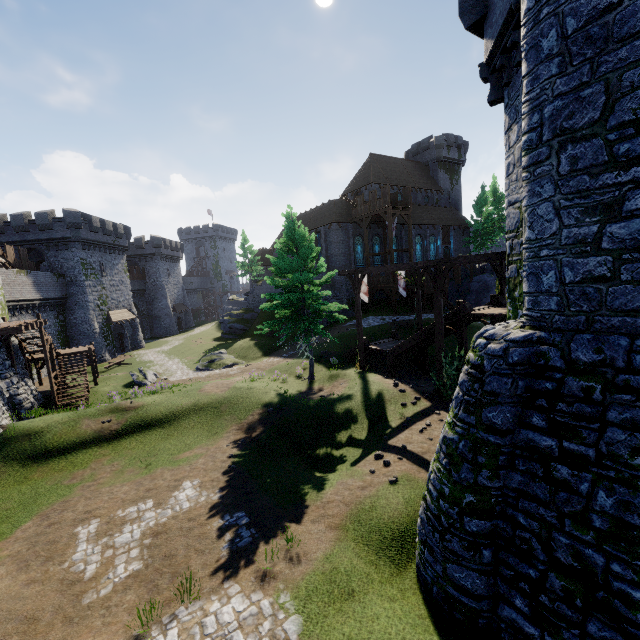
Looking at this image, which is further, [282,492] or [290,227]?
[290,227]

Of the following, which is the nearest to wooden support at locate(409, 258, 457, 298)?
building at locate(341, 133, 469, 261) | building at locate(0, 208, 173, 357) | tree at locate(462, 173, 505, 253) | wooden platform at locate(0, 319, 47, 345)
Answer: wooden platform at locate(0, 319, 47, 345)

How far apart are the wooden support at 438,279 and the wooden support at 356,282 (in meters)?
3.68

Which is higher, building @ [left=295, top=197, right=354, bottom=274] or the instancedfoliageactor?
building @ [left=295, top=197, right=354, bottom=274]

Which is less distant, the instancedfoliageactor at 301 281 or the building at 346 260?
the instancedfoliageactor at 301 281

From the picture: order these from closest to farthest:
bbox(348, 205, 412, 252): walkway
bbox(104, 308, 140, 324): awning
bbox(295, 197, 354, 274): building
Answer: bbox(348, 205, 412, 252): walkway < bbox(295, 197, 354, 274): building < bbox(104, 308, 140, 324): awning

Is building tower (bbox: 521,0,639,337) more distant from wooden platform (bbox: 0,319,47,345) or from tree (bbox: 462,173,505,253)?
tree (bbox: 462,173,505,253)

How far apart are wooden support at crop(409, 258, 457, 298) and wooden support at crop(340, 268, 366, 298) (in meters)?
3.68
